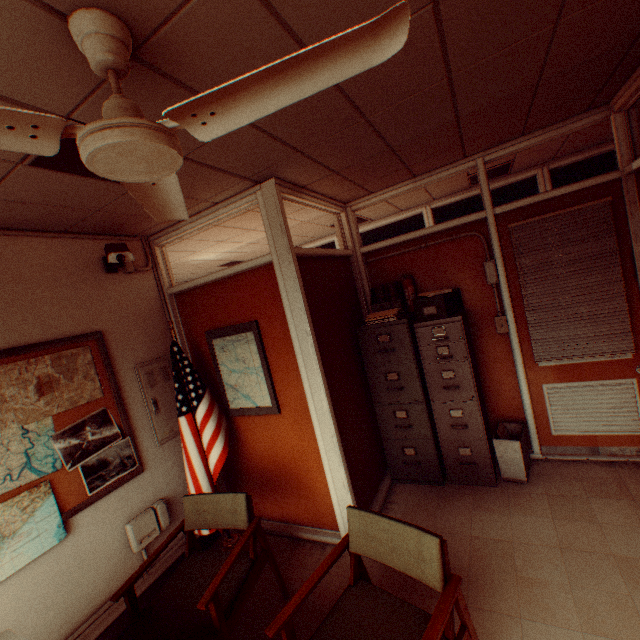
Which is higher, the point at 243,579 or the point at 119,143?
the point at 119,143

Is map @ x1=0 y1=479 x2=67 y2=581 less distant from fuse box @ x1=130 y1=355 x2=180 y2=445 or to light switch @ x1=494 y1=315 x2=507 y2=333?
fuse box @ x1=130 y1=355 x2=180 y2=445

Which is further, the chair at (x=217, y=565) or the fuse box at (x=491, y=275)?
the fuse box at (x=491, y=275)

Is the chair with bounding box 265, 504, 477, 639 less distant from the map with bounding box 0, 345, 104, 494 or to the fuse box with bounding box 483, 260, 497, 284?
the map with bounding box 0, 345, 104, 494

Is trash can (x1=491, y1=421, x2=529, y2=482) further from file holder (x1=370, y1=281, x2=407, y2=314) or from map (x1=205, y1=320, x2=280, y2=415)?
map (x1=205, y1=320, x2=280, y2=415)

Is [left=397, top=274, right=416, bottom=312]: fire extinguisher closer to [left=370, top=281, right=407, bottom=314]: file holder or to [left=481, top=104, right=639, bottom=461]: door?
[left=370, top=281, right=407, bottom=314]: file holder

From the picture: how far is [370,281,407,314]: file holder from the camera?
3.89m

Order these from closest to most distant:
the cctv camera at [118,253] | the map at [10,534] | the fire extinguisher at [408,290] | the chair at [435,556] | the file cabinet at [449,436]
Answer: the chair at [435,556], the map at [10,534], the cctv camera at [118,253], the file cabinet at [449,436], the fire extinguisher at [408,290]
